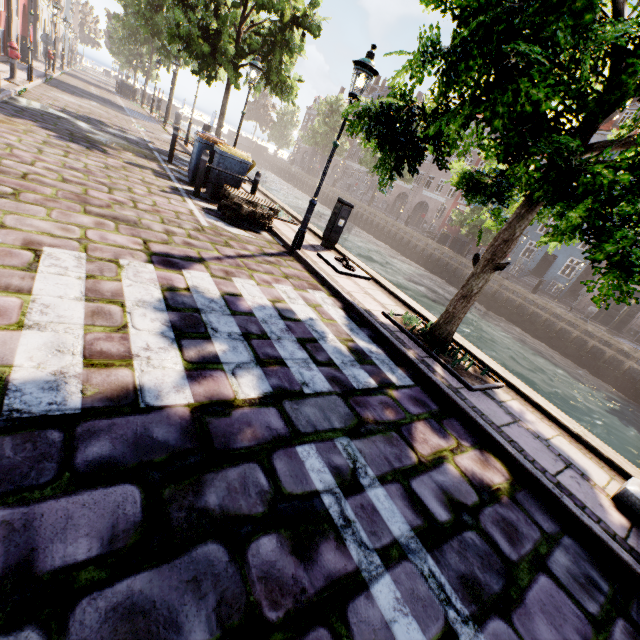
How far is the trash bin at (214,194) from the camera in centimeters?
846cm

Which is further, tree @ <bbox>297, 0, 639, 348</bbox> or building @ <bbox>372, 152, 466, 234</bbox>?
building @ <bbox>372, 152, 466, 234</bbox>

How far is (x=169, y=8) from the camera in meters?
11.3

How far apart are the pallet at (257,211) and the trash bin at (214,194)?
0.7m

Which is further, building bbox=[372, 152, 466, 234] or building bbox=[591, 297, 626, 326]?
building bbox=[372, 152, 466, 234]

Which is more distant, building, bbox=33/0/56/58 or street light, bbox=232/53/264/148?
building, bbox=33/0/56/58

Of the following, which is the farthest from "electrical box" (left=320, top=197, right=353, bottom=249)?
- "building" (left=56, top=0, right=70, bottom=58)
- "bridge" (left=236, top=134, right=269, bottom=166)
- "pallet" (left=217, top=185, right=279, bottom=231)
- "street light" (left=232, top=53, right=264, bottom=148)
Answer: "bridge" (left=236, top=134, right=269, bottom=166)
